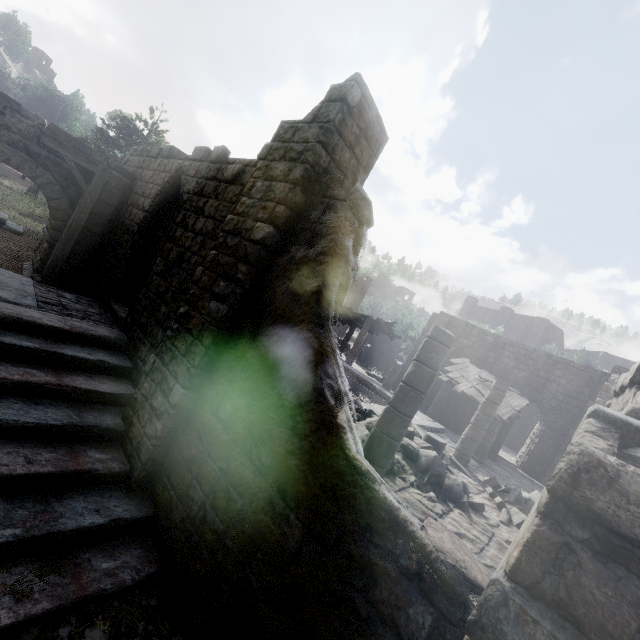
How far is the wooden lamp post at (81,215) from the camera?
8.35m

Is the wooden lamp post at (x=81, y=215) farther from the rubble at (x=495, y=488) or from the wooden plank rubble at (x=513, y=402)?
the wooden plank rubble at (x=513, y=402)

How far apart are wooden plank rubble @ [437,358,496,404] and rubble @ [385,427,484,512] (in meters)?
6.99

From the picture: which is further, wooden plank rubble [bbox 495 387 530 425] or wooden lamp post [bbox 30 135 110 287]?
wooden plank rubble [bbox 495 387 530 425]

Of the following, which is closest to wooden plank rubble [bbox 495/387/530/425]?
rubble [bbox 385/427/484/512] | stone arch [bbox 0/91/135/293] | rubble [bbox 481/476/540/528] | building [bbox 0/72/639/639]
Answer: building [bbox 0/72/639/639]

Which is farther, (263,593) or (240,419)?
(240,419)

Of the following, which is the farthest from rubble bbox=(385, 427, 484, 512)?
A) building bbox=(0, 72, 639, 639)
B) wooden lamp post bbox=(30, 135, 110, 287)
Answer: wooden lamp post bbox=(30, 135, 110, 287)
